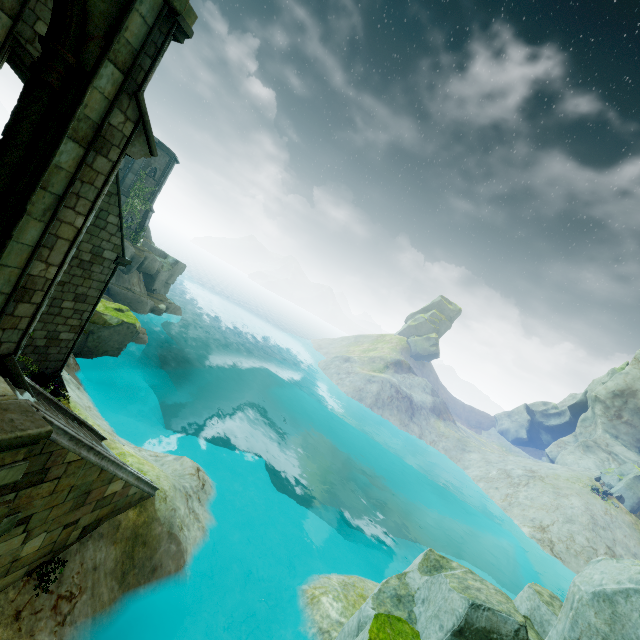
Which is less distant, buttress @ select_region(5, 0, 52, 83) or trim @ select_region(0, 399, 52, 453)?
trim @ select_region(0, 399, 52, 453)

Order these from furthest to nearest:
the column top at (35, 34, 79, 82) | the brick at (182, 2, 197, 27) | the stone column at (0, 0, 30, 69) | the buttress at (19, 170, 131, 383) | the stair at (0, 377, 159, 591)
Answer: the buttress at (19, 170, 131, 383) → the stone column at (0, 0, 30, 69) → the brick at (182, 2, 197, 27) → the stair at (0, 377, 159, 591) → the column top at (35, 34, 79, 82)

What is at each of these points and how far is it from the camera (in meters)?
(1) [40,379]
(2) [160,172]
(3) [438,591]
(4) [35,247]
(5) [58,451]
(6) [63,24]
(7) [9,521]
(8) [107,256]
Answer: (1) flower, 10.94
(2) building, 31.55
(3) rock, 7.91
(4) stone column, 5.80
(5) stair, 5.78
(6) archway, 4.83
(7) brick, 5.57
(8) buttress, 11.25

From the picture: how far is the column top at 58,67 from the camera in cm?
484

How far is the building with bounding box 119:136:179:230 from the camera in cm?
2884

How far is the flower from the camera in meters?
10.8

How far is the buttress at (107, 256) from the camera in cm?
1040

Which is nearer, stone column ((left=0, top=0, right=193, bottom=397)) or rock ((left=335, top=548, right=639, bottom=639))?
rock ((left=335, top=548, right=639, bottom=639))
